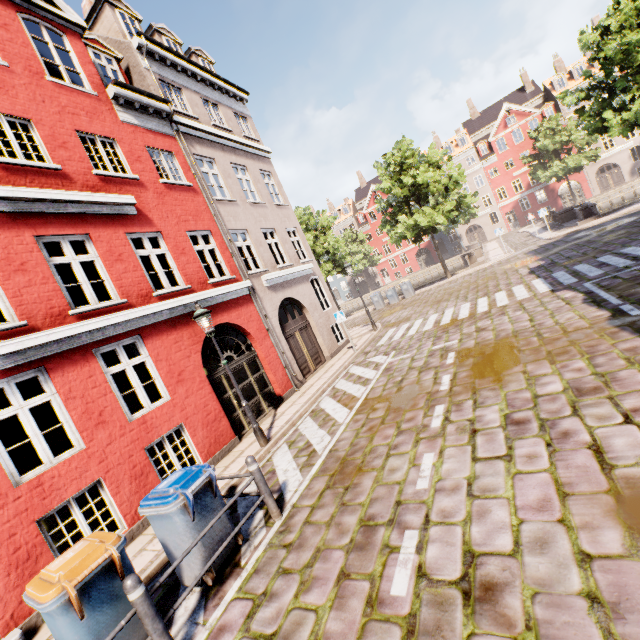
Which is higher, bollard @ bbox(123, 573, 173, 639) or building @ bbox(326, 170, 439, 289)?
building @ bbox(326, 170, 439, 289)

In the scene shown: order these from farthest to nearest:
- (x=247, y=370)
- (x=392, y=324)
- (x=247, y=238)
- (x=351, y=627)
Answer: (x=392, y=324)
(x=247, y=238)
(x=247, y=370)
(x=351, y=627)

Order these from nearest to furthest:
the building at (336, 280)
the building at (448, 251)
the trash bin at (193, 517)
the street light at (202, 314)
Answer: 1. the trash bin at (193, 517)
2. the street light at (202, 314)
3. the building at (448, 251)
4. the building at (336, 280)

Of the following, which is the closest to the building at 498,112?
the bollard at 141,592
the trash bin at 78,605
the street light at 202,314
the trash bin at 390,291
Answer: the street light at 202,314

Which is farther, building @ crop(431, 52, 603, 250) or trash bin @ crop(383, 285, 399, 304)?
building @ crop(431, 52, 603, 250)

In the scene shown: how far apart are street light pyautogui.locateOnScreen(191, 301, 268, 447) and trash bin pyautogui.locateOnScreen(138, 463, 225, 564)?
2.9 meters

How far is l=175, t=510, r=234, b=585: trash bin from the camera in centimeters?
421cm

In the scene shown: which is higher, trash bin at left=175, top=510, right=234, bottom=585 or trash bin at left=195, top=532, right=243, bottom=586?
trash bin at left=175, top=510, right=234, bottom=585
